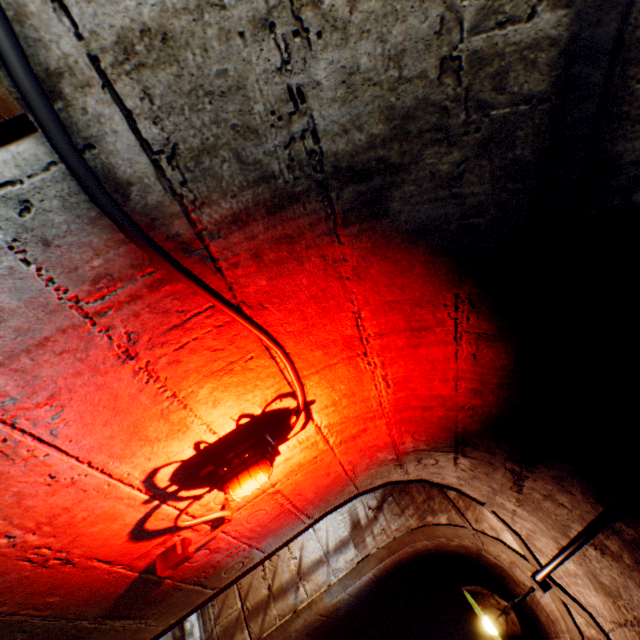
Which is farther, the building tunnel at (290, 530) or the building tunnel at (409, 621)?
the building tunnel at (409, 621)

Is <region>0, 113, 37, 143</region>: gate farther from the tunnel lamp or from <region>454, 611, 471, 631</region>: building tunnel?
the tunnel lamp

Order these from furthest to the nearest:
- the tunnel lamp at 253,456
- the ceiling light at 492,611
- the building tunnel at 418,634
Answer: the building tunnel at 418,634, the ceiling light at 492,611, the tunnel lamp at 253,456

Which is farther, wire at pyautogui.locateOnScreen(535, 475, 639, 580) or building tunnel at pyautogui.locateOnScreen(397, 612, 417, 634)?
building tunnel at pyautogui.locateOnScreen(397, 612, 417, 634)

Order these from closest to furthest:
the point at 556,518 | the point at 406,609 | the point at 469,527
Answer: the point at 556,518
the point at 469,527
the point at 406,609

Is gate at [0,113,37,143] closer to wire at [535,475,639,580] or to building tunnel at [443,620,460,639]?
building tunnel at [443,620,460,639]

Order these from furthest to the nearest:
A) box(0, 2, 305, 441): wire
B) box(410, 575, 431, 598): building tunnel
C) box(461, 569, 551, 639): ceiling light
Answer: box(410, 575, 431, 598): building tunnel
box(461, 569, 551, 639): ceiling light
box(0, 2, 305, 441): wire

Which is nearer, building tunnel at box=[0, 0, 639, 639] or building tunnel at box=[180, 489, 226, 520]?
building tunnel at box=[0, 0, 639, 639]
